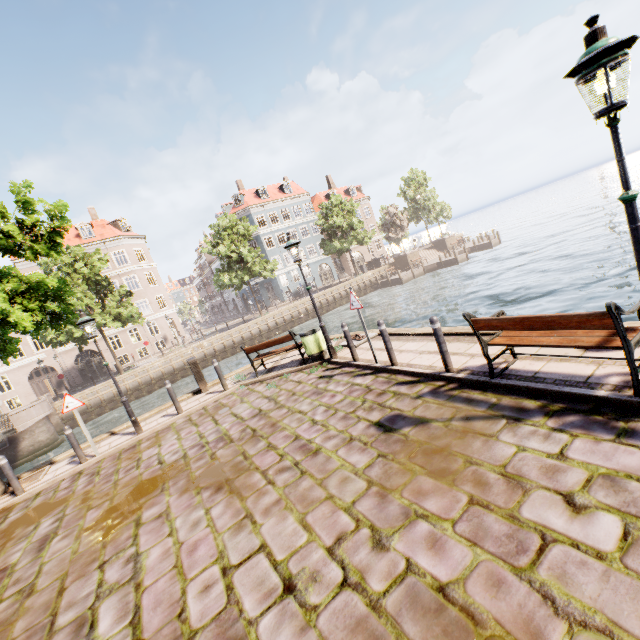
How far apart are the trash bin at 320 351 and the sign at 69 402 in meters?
6.1 m

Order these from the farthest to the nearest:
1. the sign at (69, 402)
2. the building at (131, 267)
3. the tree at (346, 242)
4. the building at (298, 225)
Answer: the building at (298, 225) → the tree at (346, 242) → the building at (131, 267) → the sign at (69, 402)

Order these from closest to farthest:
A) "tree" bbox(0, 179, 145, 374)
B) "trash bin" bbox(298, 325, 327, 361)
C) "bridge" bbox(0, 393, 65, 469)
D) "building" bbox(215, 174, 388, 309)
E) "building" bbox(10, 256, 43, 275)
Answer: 1. "tree" bbox(0, 179, 145, 374)
2. "trash bin" bbox(298, 325, 327, 361)
3. "bridge" bbox(0, 393, 65, 469)
4. "building" bbox(10, 256, 43, 275)
5. "building" bbox(215, 174, 388, 309)

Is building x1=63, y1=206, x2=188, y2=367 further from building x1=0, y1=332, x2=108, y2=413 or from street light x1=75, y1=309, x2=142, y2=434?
building x1=0, y1=332, x2=108, y2=413

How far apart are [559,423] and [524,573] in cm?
205

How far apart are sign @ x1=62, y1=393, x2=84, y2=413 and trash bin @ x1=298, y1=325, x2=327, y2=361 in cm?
608

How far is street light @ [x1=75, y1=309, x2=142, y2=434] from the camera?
8.83m

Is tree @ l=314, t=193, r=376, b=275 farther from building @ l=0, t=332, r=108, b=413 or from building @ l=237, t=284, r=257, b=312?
building @ l=237, t=284, r=257, b=312
